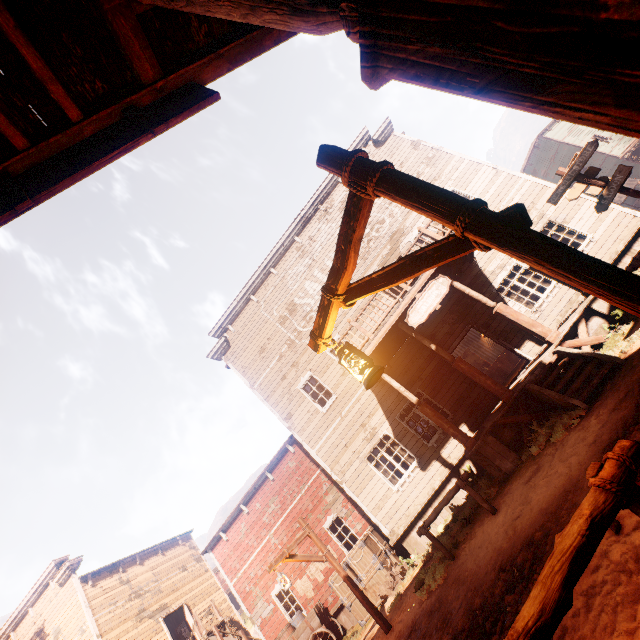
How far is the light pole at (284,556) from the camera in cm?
816

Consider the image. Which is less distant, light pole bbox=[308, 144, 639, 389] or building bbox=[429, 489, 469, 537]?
light pole bbox=[308, 144, 639, 389]

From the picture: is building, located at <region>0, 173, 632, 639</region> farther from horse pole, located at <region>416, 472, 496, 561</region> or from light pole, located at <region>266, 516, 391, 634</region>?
light pole, located at <region>266, 516, 391, 634</region>

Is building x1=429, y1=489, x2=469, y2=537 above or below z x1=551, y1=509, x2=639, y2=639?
above

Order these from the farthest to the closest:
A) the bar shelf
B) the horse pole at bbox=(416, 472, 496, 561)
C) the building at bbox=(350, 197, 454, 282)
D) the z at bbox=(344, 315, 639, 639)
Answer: the bar shelf, the building at bbox=(350, 197, 454, 282), the horse pole at bbox=(416, 472, 496, 561), the z at bbox=(344, 315, 639, 639)

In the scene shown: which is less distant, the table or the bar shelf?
the table

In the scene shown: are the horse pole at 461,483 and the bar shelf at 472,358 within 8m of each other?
no

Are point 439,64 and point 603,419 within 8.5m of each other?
yes
